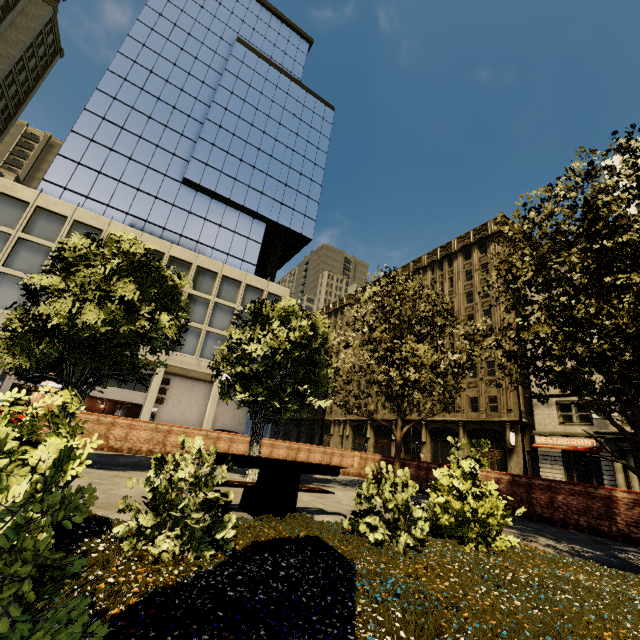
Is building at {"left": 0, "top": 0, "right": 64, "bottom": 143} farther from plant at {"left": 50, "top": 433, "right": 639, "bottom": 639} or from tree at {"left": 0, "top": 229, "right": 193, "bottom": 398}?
plant at {"left": 50, "top": 433, "right": 639, "bottom": 639}

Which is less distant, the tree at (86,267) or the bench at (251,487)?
the bench at (251,487)

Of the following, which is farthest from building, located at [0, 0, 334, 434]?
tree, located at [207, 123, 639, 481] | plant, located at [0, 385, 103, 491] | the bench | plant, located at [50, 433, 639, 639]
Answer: plant, located at [0, 385, 103, 491]

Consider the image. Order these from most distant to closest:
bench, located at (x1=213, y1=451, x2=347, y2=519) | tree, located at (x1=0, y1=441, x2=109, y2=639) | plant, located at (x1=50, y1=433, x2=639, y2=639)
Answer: bench, located at (x1=213, y1=451, x2=347, y2=519) → plant, located at (x1=50, y1=433, x2=639, y2=639) → tree, located at (x1=0, y1=441, x2=109, y2=639)

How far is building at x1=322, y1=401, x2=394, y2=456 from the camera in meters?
43.6 m

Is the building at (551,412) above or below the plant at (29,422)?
above

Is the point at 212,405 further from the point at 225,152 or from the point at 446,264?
the point at 446,264
